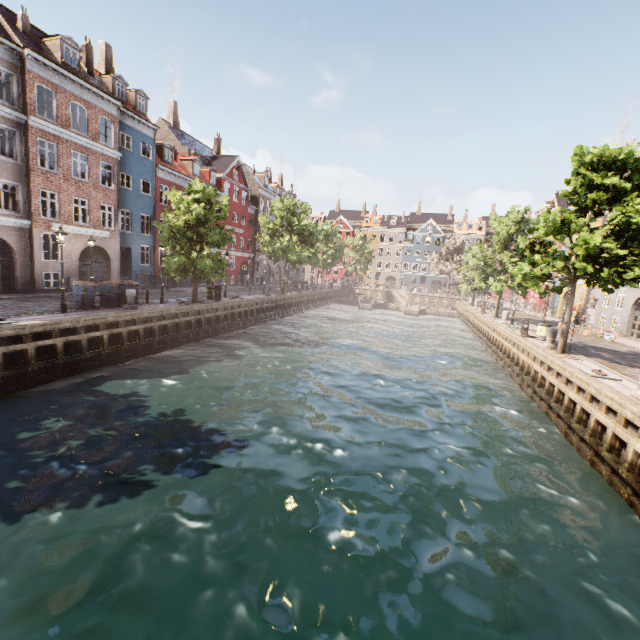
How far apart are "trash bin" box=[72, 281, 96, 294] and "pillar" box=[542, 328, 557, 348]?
24.05m

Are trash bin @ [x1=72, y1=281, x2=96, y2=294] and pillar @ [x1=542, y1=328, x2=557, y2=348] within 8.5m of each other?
no

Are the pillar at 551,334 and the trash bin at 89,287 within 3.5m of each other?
no

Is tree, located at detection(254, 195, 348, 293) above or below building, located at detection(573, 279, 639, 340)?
above

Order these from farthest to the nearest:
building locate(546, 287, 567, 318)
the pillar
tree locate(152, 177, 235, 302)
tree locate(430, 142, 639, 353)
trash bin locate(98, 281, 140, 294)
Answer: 1. building locate(546, 287, 567, 318)
2. tree locate(152, 177, 235, 302)
3. trash bin locate(98, 281, 140, 294)
4. the pillar
5. tree locate(430, 142, 639, 353)

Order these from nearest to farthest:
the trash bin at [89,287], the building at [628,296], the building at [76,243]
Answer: the trash bin at [89,287]
the building at [76,243]
the building at [628,296]

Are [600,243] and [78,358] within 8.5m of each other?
no

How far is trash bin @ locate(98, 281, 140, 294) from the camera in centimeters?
1773cm
